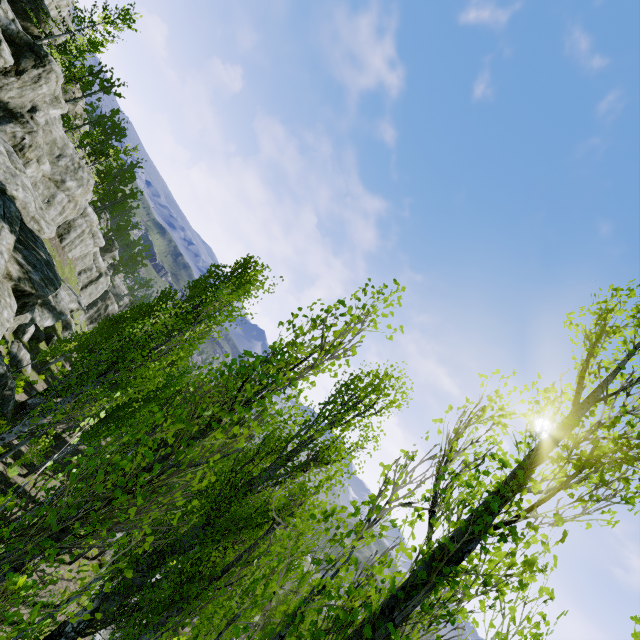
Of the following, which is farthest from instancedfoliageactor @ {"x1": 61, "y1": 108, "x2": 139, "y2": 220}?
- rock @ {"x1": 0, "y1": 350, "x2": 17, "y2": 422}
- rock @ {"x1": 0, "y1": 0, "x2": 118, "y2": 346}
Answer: rock @ {"x1": 0, "y1": 350, "x2": 17, "y2": 422}

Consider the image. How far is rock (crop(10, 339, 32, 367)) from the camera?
23.21m

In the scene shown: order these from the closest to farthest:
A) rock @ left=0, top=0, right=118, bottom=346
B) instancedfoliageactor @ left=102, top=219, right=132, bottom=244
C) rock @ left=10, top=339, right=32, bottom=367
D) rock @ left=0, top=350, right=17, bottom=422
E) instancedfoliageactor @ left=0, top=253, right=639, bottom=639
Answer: instancedfoliageactor @ left=0, top=253, right=639, bottom=639 < rock @ left=0, top=0, right=118, bottom=346 < rock @ left=0, top=350, right=17, bottom=422 < rock @ left=10, top=339, right=32, bottom=367 < instancedfoliageactor @ left=102, top=219, right=132, bottom=244

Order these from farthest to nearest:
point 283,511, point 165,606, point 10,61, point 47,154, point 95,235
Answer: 1. point 95,235
2. point 47,154
3. point 10,61
4. point 283,511
5. point 165,606

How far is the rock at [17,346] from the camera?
23.2m

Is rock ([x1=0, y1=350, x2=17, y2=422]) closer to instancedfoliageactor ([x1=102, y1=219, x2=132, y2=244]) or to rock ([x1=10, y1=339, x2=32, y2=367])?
rock ([x1=10, y1=339, x2=32, y2=367])

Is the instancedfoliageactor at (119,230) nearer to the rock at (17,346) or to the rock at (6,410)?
the rock at (17,346)
